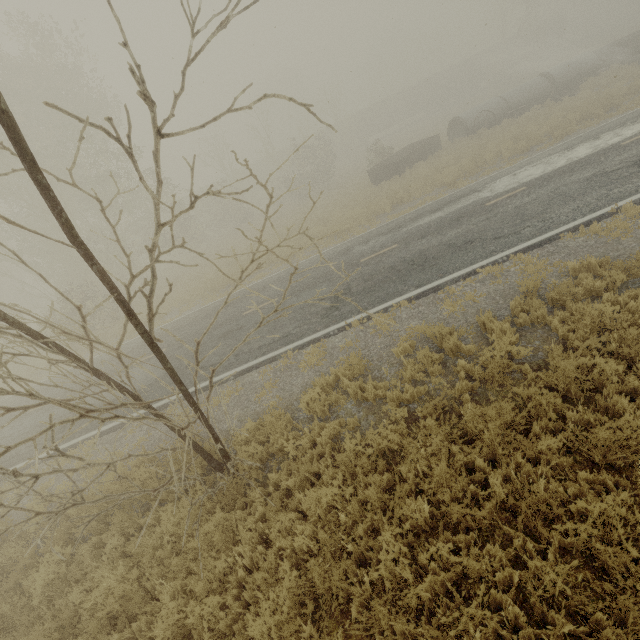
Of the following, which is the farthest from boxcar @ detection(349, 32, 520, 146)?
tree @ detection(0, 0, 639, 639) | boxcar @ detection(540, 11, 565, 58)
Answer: tree @ detection(0, 0, 639, 639)

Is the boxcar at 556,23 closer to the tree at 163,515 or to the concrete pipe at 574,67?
the concrete pipe at 574,67

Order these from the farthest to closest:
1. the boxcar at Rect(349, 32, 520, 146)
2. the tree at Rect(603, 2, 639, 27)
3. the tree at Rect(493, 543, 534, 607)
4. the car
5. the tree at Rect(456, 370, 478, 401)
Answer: the tree at Rect(603, 2, 639, 27) < the boxcar at Rect(349, 32, 520, 146) < the car < the tree at Rect(456, 370, 478, 401) < the tree at Rect(493, 543, 534, 607)

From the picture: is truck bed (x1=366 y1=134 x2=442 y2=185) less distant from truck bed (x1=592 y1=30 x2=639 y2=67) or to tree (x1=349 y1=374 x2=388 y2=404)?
tree (x1=349 y1=374 x2=388 y2=404)

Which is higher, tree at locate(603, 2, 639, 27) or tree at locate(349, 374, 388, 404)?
tree at locate(603, 2, 639, 27)

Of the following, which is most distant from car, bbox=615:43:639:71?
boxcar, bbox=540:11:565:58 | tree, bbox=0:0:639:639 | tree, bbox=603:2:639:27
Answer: tree, bbox=603:2:639:27

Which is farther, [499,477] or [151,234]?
[151,234]

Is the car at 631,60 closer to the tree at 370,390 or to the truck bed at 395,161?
the tree at 370,390
